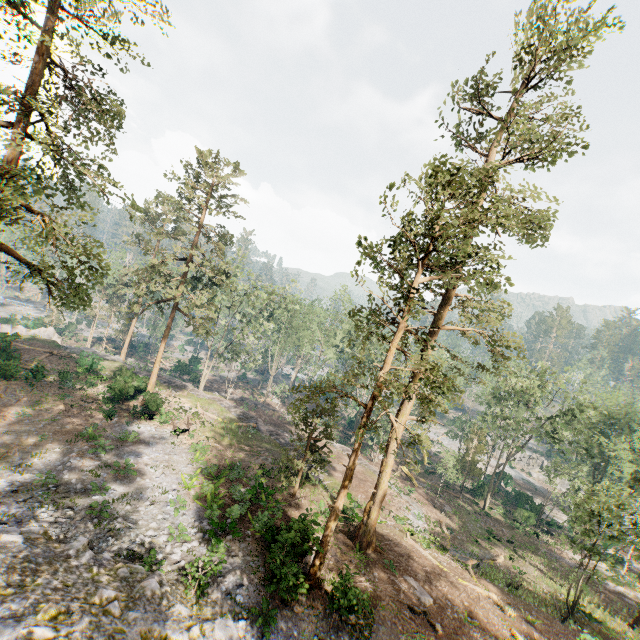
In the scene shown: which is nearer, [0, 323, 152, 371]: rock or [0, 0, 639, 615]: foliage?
[0, 0, 639, 615]: foliage

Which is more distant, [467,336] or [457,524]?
[457,524]

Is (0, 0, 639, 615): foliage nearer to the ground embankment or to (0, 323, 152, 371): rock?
(0, 323, 152, 371): rock

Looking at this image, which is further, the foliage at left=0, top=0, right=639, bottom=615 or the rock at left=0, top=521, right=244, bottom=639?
the foliage at left=0, top=0, right=639, bottom=615

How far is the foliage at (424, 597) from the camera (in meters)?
17.23

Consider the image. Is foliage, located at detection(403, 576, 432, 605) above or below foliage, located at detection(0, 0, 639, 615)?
below

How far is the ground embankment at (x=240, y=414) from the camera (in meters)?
31.70

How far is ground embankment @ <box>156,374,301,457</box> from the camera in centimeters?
3170cm
